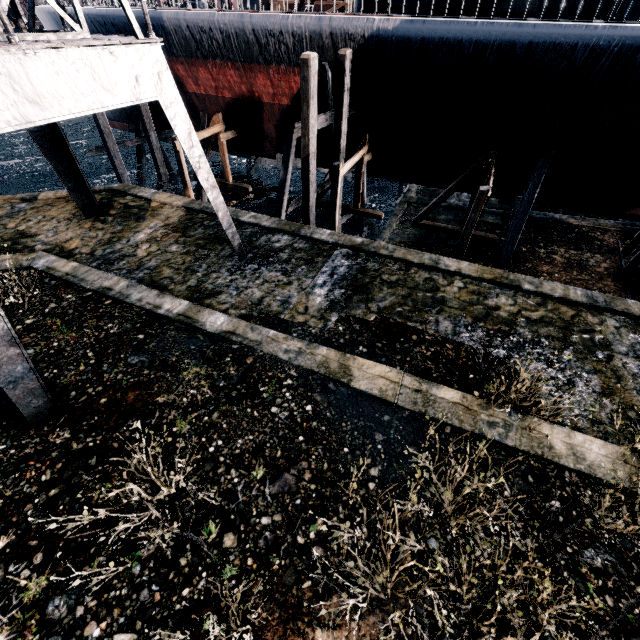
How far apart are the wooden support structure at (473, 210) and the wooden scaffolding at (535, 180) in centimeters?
102cm

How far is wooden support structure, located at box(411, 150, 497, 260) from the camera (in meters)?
12.95

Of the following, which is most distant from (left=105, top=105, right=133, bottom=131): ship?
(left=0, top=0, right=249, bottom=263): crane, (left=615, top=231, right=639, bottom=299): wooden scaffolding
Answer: (left=0, top=0, right=249, bottom=263): crane

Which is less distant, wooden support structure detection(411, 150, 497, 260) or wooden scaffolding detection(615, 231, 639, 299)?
wooden support structure detection(411, 150, 497, 260)

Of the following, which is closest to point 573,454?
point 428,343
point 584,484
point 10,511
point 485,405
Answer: point 584,484

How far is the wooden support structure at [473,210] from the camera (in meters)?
12.95

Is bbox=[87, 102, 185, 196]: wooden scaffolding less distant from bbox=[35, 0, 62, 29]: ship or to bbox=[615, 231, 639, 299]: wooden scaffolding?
bbox=[35, 0, 62, 29]: ship

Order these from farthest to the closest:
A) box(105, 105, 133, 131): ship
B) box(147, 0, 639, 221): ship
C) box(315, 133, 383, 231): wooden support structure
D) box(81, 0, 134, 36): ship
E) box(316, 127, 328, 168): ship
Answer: box(105, 105, 133, 131): ship → box(316, 127, 328, 168): ship → box(81, 0, 134, 36): ship → box(315, 133, 383, 231): wooden support structure → box(147, 0, 639, 221): ship
